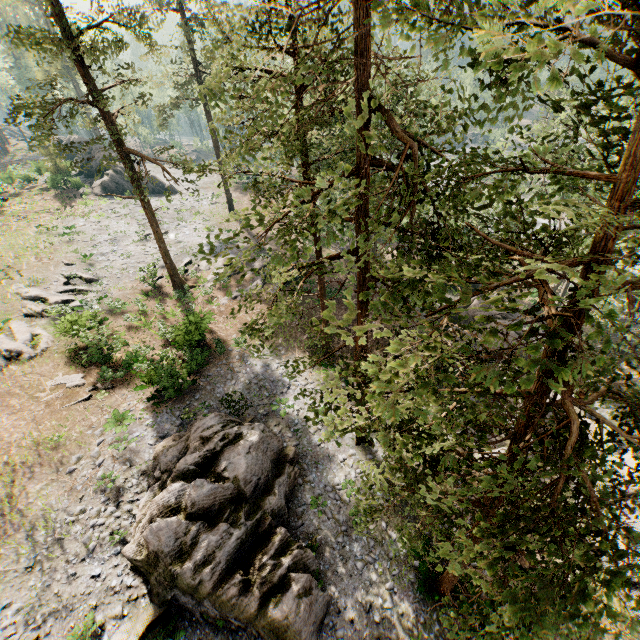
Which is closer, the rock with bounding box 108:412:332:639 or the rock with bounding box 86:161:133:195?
the rock with bounding box 108:412:332:639

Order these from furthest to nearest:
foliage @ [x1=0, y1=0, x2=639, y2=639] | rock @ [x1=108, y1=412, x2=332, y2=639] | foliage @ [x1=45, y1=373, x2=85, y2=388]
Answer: foliage @ [x1=45, y1=373, x2=85, y2=388] → rock @ [x1=108, y1=412, x2=332, y2=639] → foliage @ [x1=0, y1=0, x2=639, y2=639]

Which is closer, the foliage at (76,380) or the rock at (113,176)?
the foliage at (76,380)

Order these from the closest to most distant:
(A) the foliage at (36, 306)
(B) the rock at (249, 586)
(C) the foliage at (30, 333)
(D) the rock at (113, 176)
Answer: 1. (B) the rock at (249, 586)
2. (C) the foliage at (30, 333)
3. (A) the foliage at (36, 306)
4. (D) the rock at (113, 176)

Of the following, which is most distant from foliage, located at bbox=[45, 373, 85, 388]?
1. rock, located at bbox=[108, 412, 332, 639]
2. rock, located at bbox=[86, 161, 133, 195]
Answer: rock, located at bbox=[108, 412, 332, 639]

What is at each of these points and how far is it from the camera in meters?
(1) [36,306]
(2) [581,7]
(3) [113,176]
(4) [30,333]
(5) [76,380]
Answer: (1) foliage, 23.3 m
(2) foliage, 2.2 m
(3) rock, 42.4 m
(4) foliage, 21.3 m
(5) foliage, 19.2 m

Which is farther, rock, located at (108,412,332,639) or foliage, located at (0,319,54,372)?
foliage, located at (0,319,54,372)
